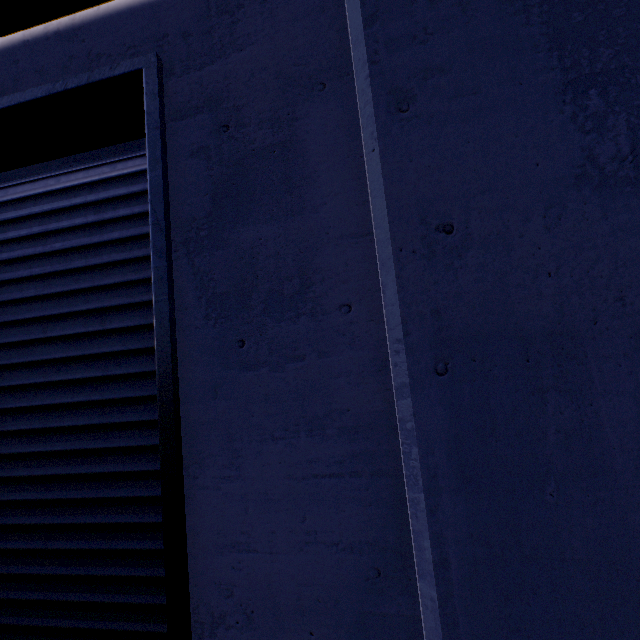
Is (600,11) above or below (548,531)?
above

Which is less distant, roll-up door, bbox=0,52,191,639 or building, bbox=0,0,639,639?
building, bbox=0,0,639,639

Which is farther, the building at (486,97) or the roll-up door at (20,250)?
the roll-up door at (20,250)
